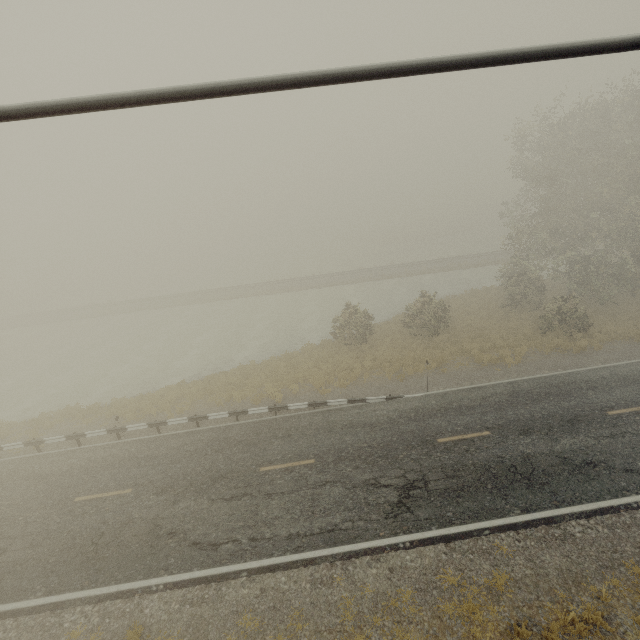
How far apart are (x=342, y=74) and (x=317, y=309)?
33.5 meters
